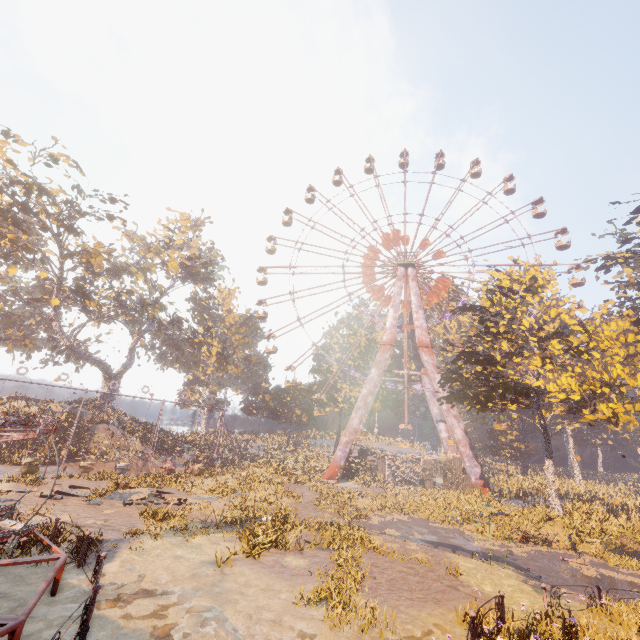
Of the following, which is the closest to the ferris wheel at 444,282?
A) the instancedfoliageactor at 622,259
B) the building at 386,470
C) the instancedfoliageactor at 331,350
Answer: the instancedfoliageactor at 622,259

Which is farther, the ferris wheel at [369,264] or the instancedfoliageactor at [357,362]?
the instancedfoliageactor at [357,362]

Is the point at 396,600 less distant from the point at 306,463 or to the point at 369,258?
the point at 306,463

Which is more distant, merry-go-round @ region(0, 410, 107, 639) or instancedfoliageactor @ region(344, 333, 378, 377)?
instancedfoliageactor @ region(344, 333, 378, 377)

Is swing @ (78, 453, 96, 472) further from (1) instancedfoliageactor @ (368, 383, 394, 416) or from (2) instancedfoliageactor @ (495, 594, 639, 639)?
(2) instancedfoliageactor @ (495, 594, 639, 639)

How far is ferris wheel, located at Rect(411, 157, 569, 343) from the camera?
42.31m

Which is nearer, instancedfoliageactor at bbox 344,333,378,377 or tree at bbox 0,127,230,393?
tree at bbox 0,127,230,393

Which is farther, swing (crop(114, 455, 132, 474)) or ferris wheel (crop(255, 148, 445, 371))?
ferris wheel (crop(255, 148, 445, 371))
